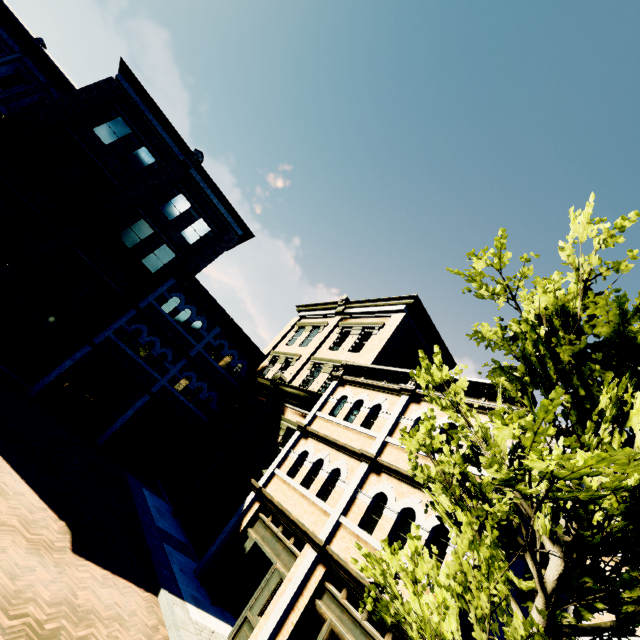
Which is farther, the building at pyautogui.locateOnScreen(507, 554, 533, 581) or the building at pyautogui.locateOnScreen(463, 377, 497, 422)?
the building at pyautogui.locateOnScreen(463, 377, 497, 422)

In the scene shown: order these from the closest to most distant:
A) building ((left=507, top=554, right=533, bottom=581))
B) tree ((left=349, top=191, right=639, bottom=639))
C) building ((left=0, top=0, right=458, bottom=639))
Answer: tree ((left=349, top=191, right=639, bottom=639)) < building ((left=507, top=554, right=533, bottom=581)) < building ((left=0, top=0, right=458, bottom=639))

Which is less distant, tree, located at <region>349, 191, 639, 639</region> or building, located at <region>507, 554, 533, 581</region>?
tree, located at <region>349, 191, 639, 639</region>

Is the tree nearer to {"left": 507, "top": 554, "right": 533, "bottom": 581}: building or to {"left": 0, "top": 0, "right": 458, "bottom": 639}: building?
{"left": 507, "top": 554, "right": 533, "bottom": 581}: building

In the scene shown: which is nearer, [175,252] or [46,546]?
[46,546]

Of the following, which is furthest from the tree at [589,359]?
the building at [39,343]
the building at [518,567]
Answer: the building at [39,343]

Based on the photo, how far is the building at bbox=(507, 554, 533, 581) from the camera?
7.56m
